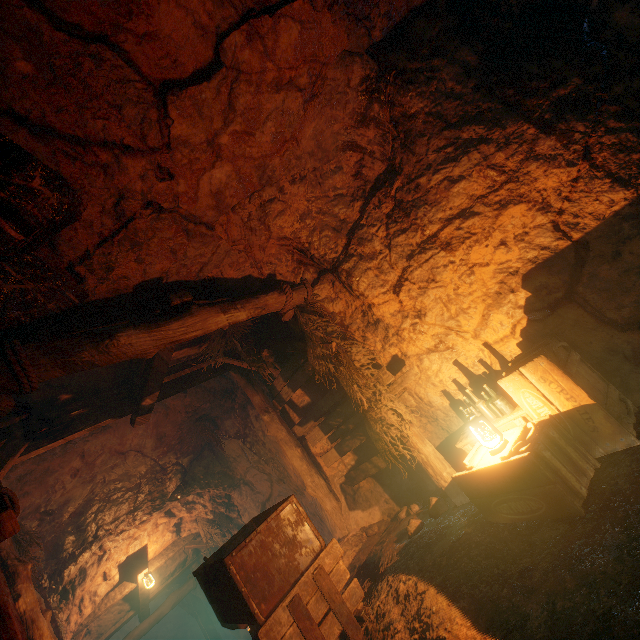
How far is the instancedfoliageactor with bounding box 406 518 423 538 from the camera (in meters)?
4.43

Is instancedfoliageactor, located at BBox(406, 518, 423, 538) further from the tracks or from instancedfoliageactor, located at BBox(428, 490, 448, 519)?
the tracks

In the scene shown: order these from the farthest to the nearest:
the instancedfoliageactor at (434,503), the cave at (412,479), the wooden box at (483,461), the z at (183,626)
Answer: the z at (183,626) → the instancedfoliageactor at (434,503) → the wooden box at (483,461) → the cave at (412,479)

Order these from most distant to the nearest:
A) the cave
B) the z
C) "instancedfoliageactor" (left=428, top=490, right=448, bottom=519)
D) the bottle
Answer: the z
"instancedfoliageactor" (left=428, top=490, right=448, bottom=519)
the bottle
the cave

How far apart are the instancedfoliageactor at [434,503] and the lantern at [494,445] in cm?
154

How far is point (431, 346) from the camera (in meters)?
4.69

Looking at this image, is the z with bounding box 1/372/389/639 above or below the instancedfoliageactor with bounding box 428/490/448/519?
above

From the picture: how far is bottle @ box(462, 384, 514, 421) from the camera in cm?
379
